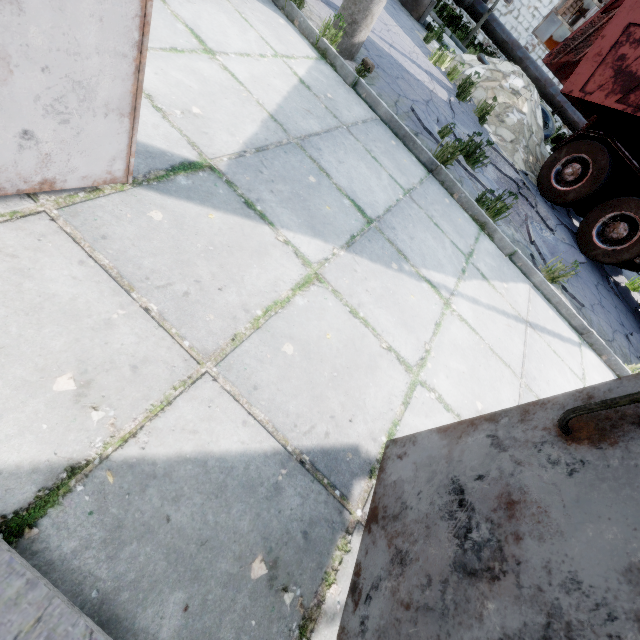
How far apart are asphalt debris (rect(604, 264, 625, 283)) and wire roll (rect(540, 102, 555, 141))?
3.88m

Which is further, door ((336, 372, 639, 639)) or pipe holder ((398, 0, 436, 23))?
pipe holder ((398, 0, 436, 23))

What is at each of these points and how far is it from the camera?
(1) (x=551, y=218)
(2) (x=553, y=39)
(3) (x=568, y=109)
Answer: (1) asphalt debris, 6.73m
(2) cable machine, 17.44m
(3) pipe, 13.23m

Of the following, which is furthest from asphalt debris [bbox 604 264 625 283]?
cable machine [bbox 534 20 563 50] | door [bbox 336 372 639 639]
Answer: cable machine [bbox 534 20 563 50]

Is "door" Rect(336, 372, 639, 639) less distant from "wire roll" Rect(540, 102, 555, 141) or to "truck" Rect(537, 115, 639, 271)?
"truck" Rect(537, 115, 639, 271)

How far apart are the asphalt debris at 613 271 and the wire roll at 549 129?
3.9 meters

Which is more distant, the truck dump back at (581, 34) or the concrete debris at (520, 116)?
the concrete debris at (520, 116)

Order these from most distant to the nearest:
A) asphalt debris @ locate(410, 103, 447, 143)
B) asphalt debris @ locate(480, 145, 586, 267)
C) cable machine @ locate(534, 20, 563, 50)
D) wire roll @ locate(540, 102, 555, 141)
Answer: cable machine @ locate(534, 20, 563, 50) < wire roll @ locate(540, 102, 555, 141) < asphalt debris @ locate(480, 145, 586, 267) < asphalt debris @ locate(410, 103, 447, 143)
